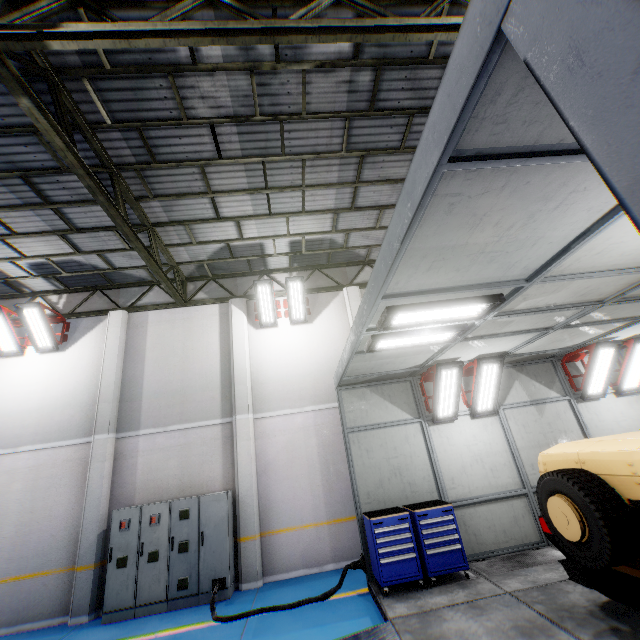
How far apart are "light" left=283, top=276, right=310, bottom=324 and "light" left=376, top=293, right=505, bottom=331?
6.0m

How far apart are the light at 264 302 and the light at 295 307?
0.10m

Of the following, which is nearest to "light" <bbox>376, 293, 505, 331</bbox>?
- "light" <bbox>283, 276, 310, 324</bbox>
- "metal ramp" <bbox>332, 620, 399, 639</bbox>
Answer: "metal ramp" <bbox>332, 620, 399, 639</bbox>

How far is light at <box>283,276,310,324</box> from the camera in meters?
10.3 m

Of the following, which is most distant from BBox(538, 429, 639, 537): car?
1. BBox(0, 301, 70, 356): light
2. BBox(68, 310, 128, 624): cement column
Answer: BBox(0, 301, 70, 356): light

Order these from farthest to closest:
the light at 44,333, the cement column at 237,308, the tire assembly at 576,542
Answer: the light at 44,333 < the cement column at 237,308 < the tire assembly at 576,542

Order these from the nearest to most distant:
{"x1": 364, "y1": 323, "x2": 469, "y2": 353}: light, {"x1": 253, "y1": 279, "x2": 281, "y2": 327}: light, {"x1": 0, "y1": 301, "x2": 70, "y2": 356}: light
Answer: {"x1": 364, "y1": 323, "x2": 469, "y2": 353}: light → {"x1": 0, "y1": 301, "x2": 70, "y2": 356}: light → {"x1": 253, "y1": 279, "x2": 281, "y2": 327}: light

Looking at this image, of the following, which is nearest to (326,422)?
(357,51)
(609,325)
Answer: (609,325)
